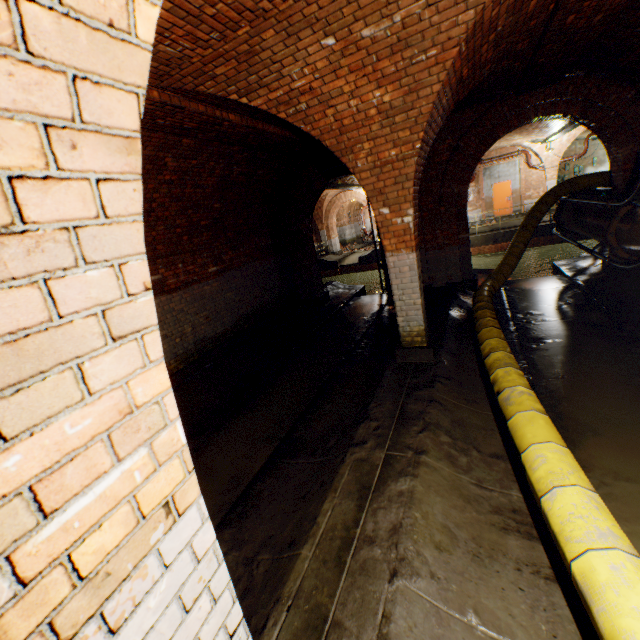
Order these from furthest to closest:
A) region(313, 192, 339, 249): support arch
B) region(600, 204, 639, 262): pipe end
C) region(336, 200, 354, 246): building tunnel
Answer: region(336, 200, 354, 246): building tunnel < region(313, 192, 339, 249): support arch < region(600, 204, 639, 262): pipe end

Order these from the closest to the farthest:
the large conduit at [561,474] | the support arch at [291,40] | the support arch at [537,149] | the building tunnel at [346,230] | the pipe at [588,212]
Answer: the large conduit at [561,474] → the support arch at [291,40] → the pipe at [588,212] → the support arch at [537,149] → the building tunnel at [346,230]

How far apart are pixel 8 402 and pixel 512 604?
3.2m

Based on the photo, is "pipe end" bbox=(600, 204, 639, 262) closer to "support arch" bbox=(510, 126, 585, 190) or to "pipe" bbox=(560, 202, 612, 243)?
"pipe" bbox=(560, 202, 612, 243)

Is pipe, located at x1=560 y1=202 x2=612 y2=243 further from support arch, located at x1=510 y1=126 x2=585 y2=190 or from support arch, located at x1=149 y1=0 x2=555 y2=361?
support arch, located at x1=510 y1=126 x2=585 y2=190

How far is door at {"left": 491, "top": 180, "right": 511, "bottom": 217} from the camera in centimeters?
2030cm

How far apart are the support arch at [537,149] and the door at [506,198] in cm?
165

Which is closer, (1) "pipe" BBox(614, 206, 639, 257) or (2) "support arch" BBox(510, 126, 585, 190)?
(1) "pipe" BBox(614, 206, 639, 257)
